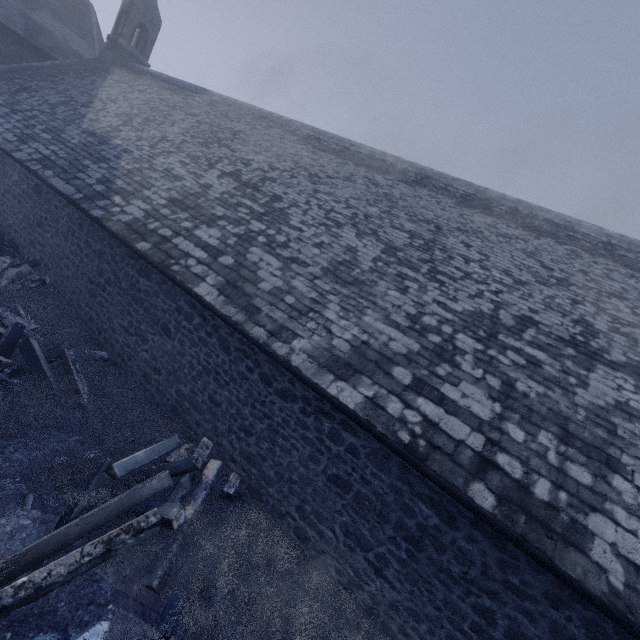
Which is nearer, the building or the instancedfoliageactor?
the instancedfoliageactor

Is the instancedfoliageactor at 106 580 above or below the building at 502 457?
below

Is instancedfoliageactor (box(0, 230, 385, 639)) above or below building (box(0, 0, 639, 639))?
below

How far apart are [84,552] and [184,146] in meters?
11.6

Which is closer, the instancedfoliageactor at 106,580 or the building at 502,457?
the instancedfoliageactor at 106,580
